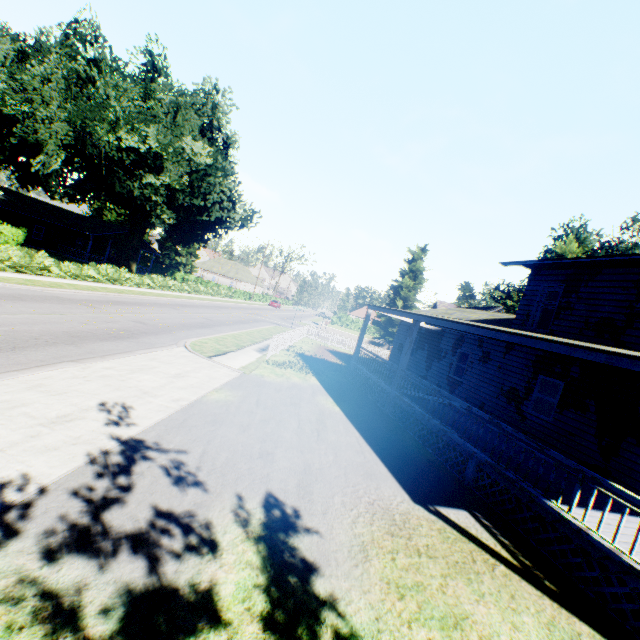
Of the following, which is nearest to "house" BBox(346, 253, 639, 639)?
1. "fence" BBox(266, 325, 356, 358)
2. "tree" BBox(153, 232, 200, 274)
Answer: "fence" BBox(266, 325, 356, 358)

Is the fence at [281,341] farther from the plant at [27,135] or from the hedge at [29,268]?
the hedge at [29,268]

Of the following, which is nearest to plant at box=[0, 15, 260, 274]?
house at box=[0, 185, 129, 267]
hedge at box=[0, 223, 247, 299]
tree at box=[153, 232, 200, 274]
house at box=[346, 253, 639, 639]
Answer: house at box=[346, 253, 639, 639]

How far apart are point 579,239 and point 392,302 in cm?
2809

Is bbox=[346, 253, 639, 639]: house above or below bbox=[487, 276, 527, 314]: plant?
below

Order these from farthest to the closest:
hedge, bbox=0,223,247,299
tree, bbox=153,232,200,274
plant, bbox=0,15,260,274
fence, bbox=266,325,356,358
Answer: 1. tree, bbox=153,232,200,274
2. plant, bbox=0,15,260,274
3. hedge, bbox=0,223,247,299
4. fence, bbox=266,325,356,358

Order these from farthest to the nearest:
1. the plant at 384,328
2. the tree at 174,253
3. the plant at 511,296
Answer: the tree at 174,253, the plant at 384,328, the plant at 511,296

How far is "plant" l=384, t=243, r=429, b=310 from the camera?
45.38m
